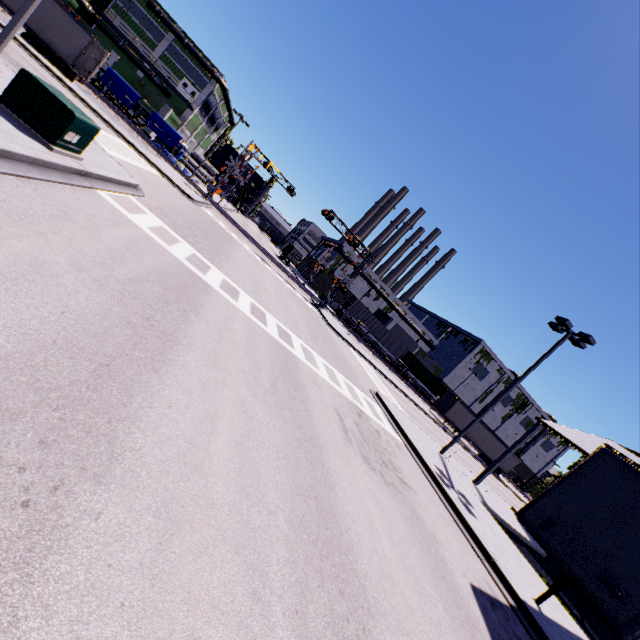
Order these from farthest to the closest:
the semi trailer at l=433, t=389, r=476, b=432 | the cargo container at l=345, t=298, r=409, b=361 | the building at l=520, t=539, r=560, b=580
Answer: the cargo container at l=345, t=298, r=409, b=361 < the semi trailer at l=433, t=389, r=476, b=432 < the building at l=520, t=539, r=560, b=580

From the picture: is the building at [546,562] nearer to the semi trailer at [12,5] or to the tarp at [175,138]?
the semi trailer at [12,5]

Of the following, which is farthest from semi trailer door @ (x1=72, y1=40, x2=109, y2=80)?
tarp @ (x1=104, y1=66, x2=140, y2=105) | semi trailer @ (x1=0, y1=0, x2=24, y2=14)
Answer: tarp @ (x1=104, y1=66, x2=140, y2=105)

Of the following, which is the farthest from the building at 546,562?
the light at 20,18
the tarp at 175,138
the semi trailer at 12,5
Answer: the light at 20,18

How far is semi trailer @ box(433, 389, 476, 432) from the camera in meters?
40.2 m

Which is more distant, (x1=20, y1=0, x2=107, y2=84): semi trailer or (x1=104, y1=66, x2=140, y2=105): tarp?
(x1=104, y1=66, x2=140, y2=105): tarp

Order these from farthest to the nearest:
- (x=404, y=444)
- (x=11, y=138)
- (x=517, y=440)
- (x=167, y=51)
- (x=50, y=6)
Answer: (x=167, y=51) → (x=50, y=6) → (x=517, y=440) → (x=404, y=444) → (x=11, y=138)

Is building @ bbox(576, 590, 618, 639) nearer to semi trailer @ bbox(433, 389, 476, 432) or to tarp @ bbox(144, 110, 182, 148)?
semi trailer @ bbox(433, 389, 476, 432)
